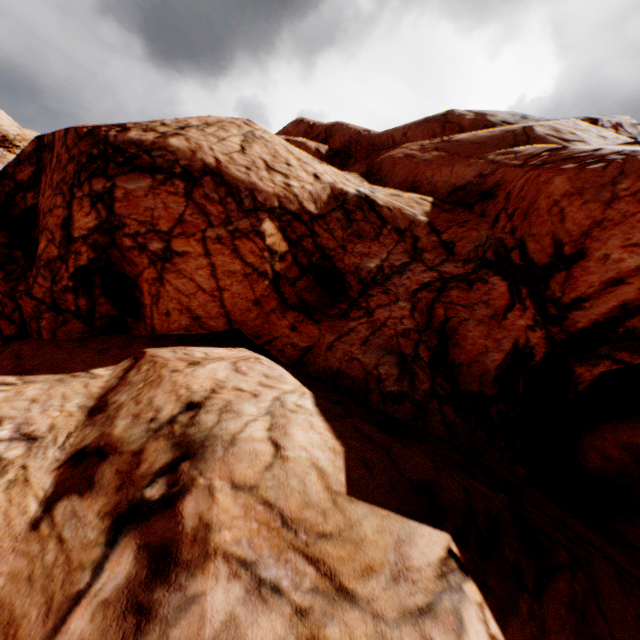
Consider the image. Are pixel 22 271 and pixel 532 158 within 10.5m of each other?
no
